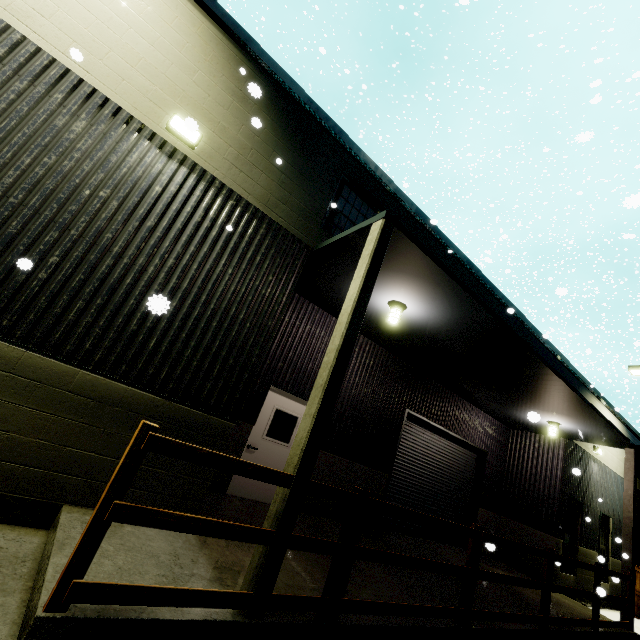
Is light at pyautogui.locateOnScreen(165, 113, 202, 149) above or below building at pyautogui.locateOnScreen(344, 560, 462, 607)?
above

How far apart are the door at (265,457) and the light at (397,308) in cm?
310

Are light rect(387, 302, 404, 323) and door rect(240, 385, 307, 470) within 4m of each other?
yes

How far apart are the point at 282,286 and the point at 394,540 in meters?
7.7 m

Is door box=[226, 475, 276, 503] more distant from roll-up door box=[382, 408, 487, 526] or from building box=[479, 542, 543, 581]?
roll-up door box=[382, 408, 487, 526]

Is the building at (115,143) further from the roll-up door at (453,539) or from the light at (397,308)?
the light at (397,308)

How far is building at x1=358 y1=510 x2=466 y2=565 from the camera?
7.7m

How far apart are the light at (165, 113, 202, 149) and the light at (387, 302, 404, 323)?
4.6 meters
